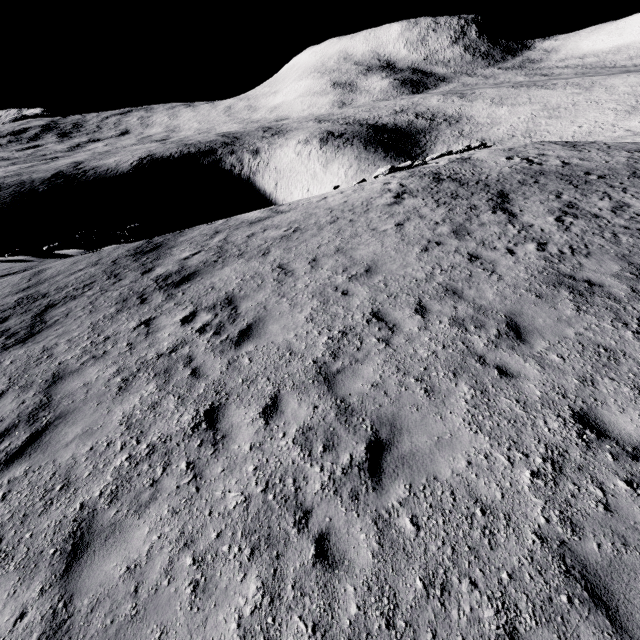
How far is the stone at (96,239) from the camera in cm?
1644

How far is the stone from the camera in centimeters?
1644cm

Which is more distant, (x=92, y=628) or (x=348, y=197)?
(x=348, y=197)
